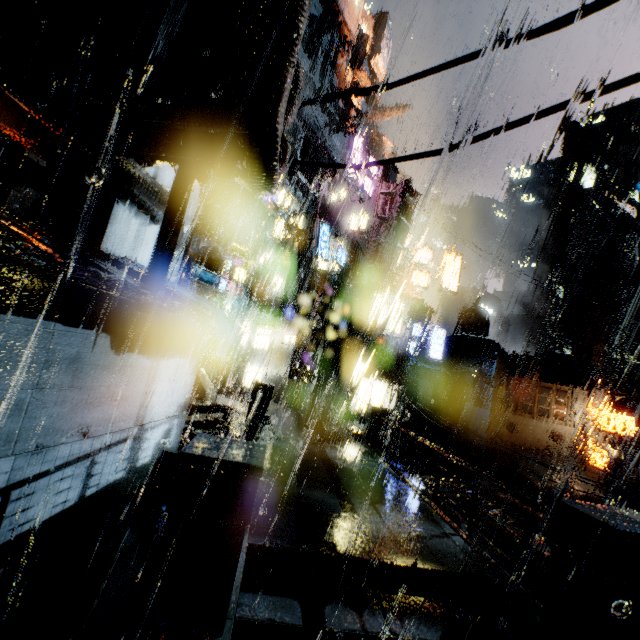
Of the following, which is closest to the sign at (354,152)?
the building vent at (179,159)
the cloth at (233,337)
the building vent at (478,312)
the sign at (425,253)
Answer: the sign at (425,253)

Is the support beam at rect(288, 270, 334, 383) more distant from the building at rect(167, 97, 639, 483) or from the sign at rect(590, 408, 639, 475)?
the sign at rect(590, 408, 639, 475)

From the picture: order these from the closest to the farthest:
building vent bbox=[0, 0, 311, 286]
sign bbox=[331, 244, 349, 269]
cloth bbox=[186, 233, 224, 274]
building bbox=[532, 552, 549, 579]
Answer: building vent bbox=[0, 0, 311, 286] < building bbox=[532, 552, 549, 579] < cloth bbox=[186, 233, 224, 274] < sign bbox=[331, 244, 349, 269]

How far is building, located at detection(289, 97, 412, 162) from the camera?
37.8 meters

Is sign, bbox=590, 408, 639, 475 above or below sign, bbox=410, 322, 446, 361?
below

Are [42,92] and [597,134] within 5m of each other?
no

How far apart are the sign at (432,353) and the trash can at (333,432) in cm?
1226

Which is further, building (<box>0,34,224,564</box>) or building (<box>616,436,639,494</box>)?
building (<box>616,436,639,494</box>)
